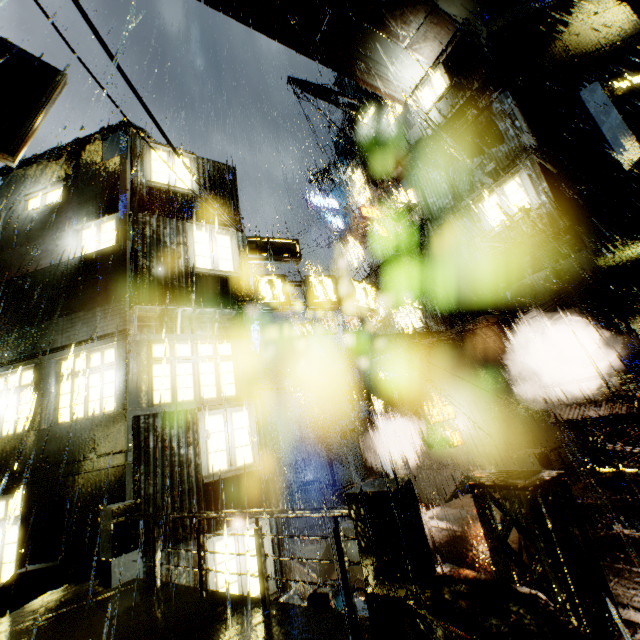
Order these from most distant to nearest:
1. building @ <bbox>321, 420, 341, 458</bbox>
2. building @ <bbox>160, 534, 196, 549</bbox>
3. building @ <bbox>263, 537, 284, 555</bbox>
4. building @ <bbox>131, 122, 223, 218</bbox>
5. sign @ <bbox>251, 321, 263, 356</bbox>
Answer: building @ <bbox>321, 420, 341, 458</bbox> → sign @ <bbox>251, 321, 263, 356</bbox> → building @ <bbox>131, 122, 223, 218</bbox> → building @ <bbox>263, 537, 284, 555</bbox> → building @ <bbox>160, 534, 196, 549</bbox>

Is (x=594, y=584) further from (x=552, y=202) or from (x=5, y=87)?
(x=5, y=87)

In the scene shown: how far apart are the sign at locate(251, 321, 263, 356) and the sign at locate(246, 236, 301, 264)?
9.6m

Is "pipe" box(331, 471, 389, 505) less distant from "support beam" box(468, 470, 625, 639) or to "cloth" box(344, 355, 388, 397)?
"cloth" box(344, 355, 388, 397)

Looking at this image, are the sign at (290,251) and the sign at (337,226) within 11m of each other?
no

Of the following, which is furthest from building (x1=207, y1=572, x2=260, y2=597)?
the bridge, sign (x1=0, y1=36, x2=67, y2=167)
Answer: sign (x1=0, y1=36, x2=67, y2=167)

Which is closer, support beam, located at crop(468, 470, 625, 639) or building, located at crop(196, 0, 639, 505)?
support beam, located at crop(468, 470, 625, 639)

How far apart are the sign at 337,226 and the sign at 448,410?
17.83m
